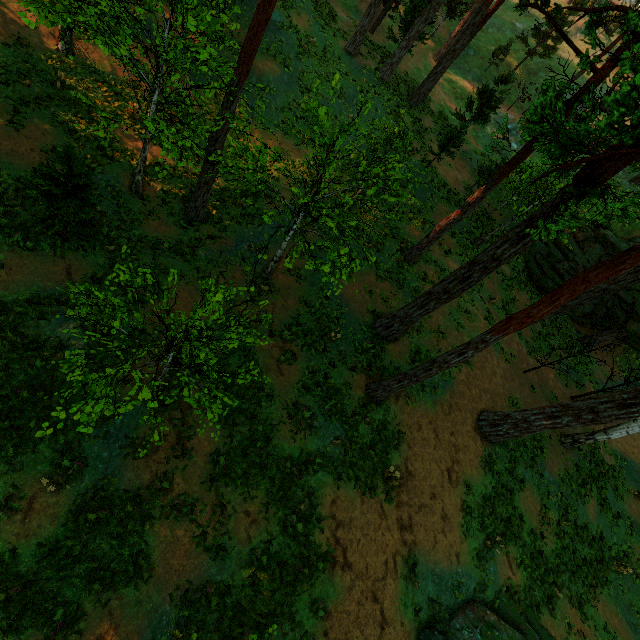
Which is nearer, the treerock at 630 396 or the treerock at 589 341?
the treerock at 630 396

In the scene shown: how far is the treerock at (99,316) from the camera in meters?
5.6 m

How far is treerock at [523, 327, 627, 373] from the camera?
17.4m

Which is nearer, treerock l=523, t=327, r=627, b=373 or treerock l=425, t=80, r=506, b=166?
treerock l=523, t=327, r=627, b=373

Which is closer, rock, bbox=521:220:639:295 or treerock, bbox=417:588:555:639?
treerock, bbox=417:588:555:639

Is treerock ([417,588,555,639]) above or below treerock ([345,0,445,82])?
below

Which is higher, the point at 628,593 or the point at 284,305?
the point at 628,593
